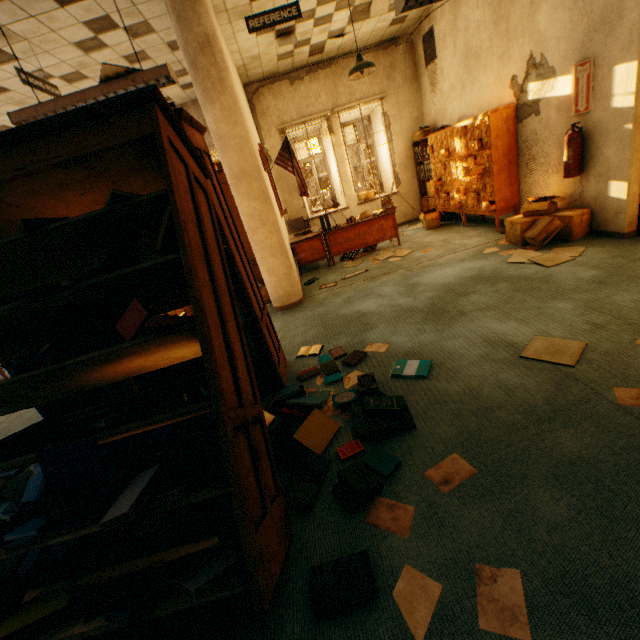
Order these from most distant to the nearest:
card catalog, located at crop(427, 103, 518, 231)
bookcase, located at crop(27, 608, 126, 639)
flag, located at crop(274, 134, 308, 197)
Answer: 1. flag, located at crop(274, 134, 308, 197)
2. card catalog, located at crop(427, 103, 518, 231)
3. bookcase, located at crop(27, 608, 126, 639)

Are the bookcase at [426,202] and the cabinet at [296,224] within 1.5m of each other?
no

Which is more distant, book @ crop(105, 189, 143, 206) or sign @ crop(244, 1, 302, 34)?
sign @ crop(244, 1, 302, 34)

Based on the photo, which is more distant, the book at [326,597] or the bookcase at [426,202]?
the bookcase at [426,202]

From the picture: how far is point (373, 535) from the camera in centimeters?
154cm

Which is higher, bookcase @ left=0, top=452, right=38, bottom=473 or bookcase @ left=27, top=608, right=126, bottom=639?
bookcase @ left=0, top=452, right=38, bottom=473

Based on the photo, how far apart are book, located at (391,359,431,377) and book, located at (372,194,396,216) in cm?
433

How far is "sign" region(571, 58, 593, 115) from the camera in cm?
362
